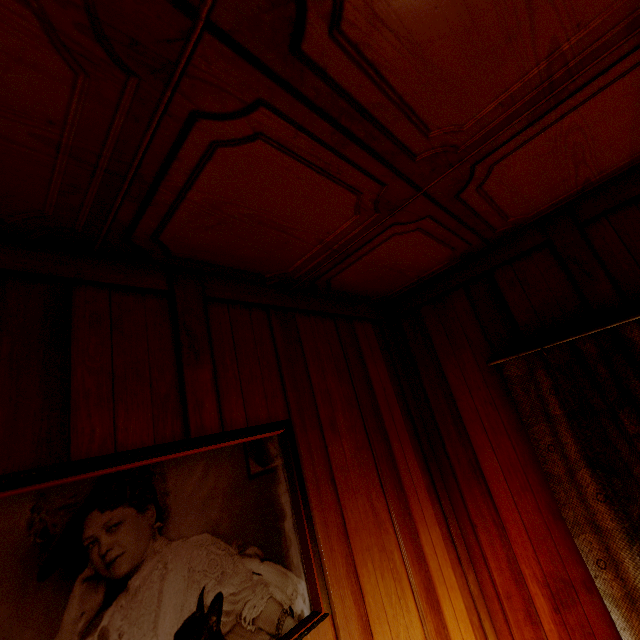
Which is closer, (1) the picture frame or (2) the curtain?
(1) the picture frame

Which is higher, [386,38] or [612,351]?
[386,38]

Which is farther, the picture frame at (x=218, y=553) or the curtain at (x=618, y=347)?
the curtain at (x=618, y=347)
